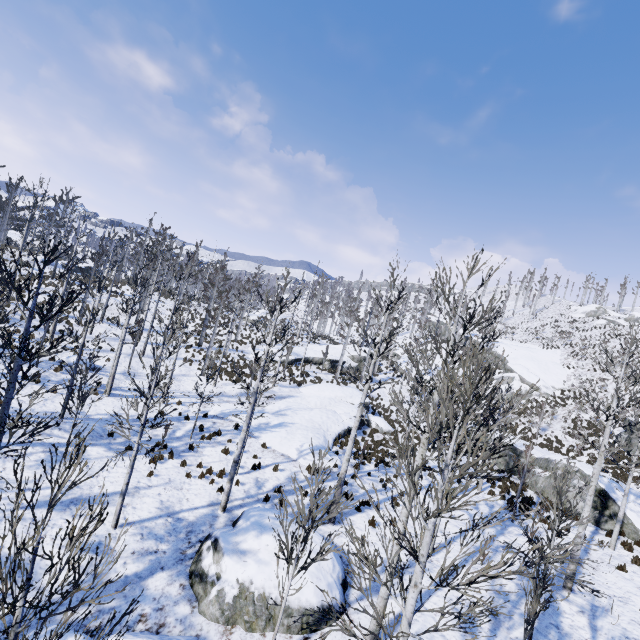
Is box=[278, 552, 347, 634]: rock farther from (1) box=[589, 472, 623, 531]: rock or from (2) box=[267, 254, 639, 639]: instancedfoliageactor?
(1) box=[589, 472, 623, 531]: rock

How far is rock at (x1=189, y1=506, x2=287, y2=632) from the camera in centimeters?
789cm

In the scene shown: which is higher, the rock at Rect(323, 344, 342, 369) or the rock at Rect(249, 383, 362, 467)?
the rock at Rect(323, 344, 342, 369)

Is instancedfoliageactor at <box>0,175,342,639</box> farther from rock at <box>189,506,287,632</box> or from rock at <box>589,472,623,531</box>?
rock at <box>189,506,287,632</box>

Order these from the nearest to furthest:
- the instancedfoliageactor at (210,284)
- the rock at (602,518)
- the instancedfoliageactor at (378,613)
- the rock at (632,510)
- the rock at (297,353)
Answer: the instancedfoliageactor at (210,284)
the instancedfoliageactor at (378,613)
the rock at (632,510)
the rock at (602,518)
the rock at (297,353)

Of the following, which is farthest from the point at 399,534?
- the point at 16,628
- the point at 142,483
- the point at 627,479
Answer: the point at 627,479

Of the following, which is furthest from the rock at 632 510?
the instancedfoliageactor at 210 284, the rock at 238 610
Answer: the rock at 238 610

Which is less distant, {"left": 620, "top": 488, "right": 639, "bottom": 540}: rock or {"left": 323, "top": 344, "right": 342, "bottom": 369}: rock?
{"left": 620, "top": 488, "right": 639, "bottom": 540}: rock
